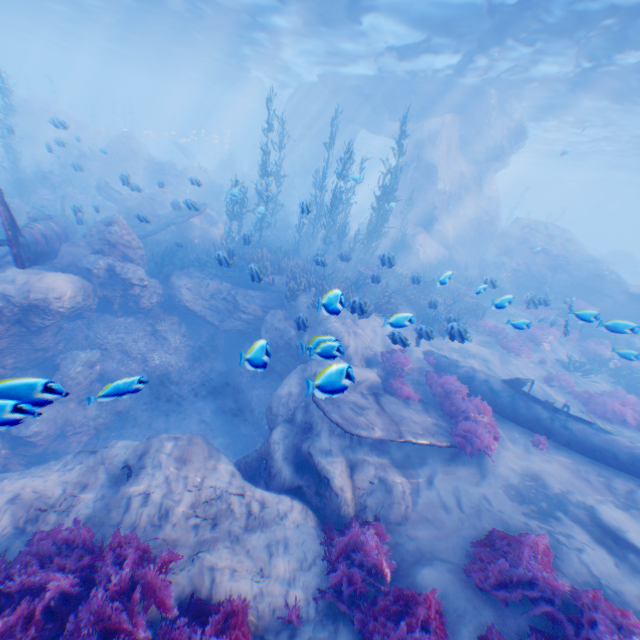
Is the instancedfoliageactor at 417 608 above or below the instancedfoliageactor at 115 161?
below

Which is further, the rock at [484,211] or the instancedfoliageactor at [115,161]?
the instancedfoliageactor at [115,161]

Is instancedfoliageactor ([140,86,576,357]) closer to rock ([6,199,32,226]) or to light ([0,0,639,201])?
rock ([6,199,32,226])

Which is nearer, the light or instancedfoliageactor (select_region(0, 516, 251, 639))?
instancedfoliageactor (select_region(0, 516, 251, 639))

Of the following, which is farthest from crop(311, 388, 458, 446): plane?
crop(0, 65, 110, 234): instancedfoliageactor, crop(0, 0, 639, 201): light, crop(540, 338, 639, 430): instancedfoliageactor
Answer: crop(0, 0, 639, 201): light

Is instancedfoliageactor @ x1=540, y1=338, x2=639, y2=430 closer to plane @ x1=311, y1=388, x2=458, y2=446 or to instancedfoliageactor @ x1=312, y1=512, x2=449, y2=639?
instancedfoliageactor @ x1=312, y1=512, x2=449, y2=639

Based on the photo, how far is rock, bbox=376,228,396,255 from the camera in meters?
22.2 m

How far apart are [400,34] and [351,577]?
23.0 meters
